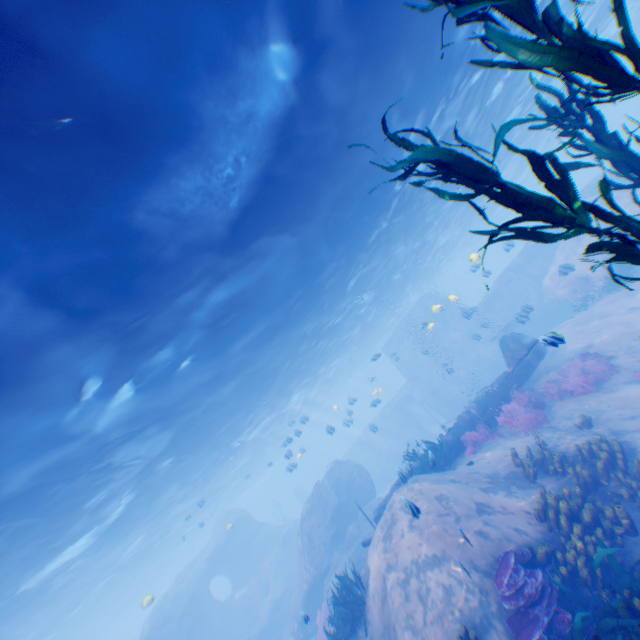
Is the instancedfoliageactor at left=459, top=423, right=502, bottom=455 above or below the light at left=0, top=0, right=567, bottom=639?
below

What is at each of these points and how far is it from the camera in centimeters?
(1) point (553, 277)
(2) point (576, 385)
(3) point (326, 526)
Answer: (1) rock, 2247cm
(2) instancedfoliageactor, 1243cm
(3) rock, 2012cm

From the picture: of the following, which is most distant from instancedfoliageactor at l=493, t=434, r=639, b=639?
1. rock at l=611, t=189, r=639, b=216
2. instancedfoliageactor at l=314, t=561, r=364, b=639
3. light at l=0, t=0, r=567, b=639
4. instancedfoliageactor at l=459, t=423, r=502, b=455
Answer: instancedfoliageactor at l=314, t=561, r=364, b=639

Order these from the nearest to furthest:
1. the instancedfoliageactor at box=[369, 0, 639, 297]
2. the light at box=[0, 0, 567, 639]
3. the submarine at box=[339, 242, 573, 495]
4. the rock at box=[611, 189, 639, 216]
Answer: the instancedfoliageactor at box=[369, 0, 639, 297]
the light at box=[0, 0, 567, 639]
the rock at box=[611, 189, 639, 216]
the submarine at box=[339, 242, 573, 495]

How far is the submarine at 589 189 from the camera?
26.11m

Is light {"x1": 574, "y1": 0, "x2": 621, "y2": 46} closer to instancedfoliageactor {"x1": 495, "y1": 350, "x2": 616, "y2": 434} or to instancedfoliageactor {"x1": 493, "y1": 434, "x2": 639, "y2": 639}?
instancedfoliageactor {"x1": 493, "y1": 434, "x2": 639, "y2": 639}

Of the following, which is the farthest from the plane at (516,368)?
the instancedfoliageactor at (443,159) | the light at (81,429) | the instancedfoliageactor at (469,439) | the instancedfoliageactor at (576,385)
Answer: the instancedfoliageactor at (443,159)

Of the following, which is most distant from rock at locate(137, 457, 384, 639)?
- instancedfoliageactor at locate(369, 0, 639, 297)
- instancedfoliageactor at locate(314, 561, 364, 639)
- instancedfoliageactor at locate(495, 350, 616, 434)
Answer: instancedfoliageactor at locate(314, 561, 364, 639)
